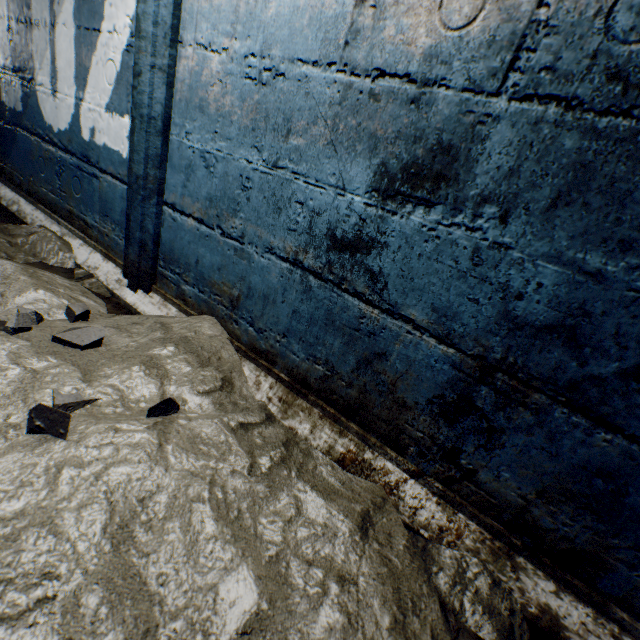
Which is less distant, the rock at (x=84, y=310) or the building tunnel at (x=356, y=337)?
the building tunnel at (x=356, y=337)

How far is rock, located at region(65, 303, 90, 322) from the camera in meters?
1.4

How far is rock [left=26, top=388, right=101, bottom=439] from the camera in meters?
0.8 m

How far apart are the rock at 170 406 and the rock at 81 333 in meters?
0.4

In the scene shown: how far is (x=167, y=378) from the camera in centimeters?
123cm

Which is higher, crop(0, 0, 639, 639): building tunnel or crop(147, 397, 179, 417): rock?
crop(0, 0, 639, 639): building tunnel

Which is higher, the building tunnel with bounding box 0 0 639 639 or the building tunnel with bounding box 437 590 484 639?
the building tunnel with bounding box 0 0 639 639

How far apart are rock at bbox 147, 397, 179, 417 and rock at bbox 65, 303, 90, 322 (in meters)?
0.42
